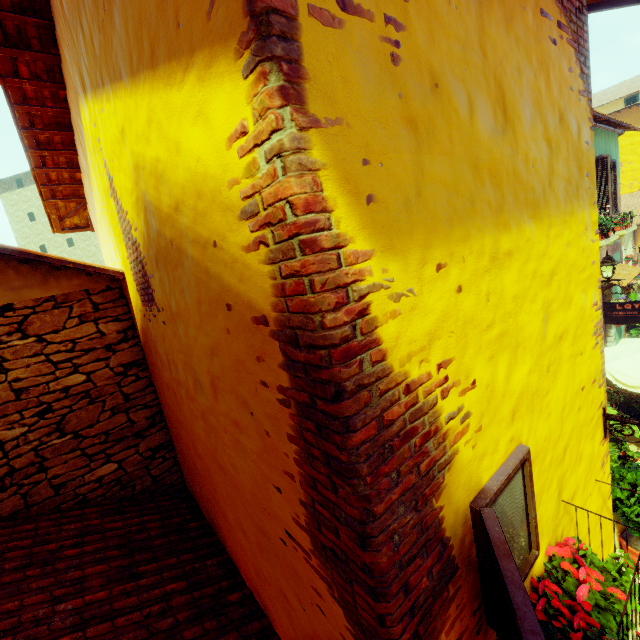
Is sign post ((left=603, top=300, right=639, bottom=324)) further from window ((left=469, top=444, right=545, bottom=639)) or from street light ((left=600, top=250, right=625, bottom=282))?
window ((left=469, top=444, right=545, bottom=639))

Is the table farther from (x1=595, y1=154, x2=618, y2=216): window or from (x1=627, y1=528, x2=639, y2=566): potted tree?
(x1=595, y1=154, x2=618, y2=216): window

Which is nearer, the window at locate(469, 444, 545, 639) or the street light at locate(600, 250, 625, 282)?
the window at locate(469, 444, 545, 639)

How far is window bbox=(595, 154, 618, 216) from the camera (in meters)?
8.69

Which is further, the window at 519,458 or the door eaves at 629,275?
the door eaves at 629,275

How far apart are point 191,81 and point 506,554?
2.1m

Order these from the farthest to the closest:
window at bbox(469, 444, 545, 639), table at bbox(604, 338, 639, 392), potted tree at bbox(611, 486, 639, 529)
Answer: table at bbox(604, 338, 639, 392), potted tree at bbox(611, 486, 639, 529), window at bbox(469, 444, 545, 639)

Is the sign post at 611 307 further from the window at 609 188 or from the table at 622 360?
the window at 609 188
